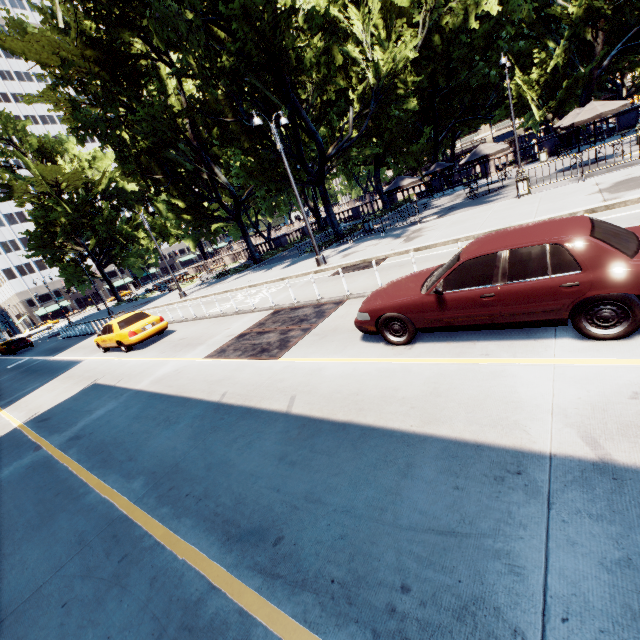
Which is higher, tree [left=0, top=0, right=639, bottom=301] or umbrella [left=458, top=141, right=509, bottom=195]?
tree [left=0, top=0, right=639, bottom=301]

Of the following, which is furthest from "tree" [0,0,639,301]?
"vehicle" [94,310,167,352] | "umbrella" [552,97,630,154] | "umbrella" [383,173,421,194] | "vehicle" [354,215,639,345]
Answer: "vehicle" [354,215,639,345]

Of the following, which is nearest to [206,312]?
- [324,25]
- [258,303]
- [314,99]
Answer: [258,303]

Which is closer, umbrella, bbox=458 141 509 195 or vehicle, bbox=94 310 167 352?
vehicle, bbox=94 310 167 352

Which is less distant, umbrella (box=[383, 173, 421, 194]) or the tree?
the tree

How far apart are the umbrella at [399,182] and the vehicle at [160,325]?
17.00m

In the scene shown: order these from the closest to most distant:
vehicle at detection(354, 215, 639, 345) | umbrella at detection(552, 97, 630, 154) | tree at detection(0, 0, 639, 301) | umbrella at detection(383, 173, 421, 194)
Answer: vehicle at detection(354, 215, 639, 345)
umbrella at detection(552, 97, 630, 154)
tree at detection(0, 0, 639, 301)
umbrella at detection(383, 173, 421, 194)

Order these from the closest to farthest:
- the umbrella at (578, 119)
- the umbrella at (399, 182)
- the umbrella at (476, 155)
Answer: the umbrella at (578, 119) → the umbrella at (476, 155) → the umbrella at (399, 182)
